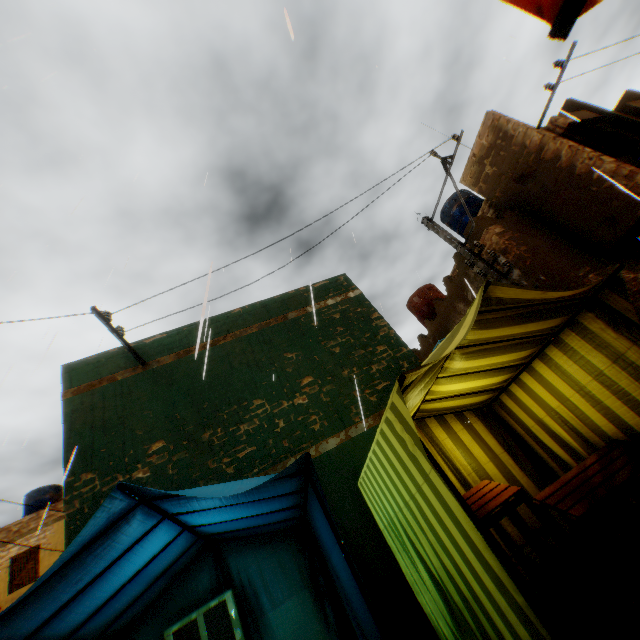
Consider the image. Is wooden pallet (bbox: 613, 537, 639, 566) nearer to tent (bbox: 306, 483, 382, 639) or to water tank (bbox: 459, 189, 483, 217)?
tent (bbox: 306, 483, 382, 639)

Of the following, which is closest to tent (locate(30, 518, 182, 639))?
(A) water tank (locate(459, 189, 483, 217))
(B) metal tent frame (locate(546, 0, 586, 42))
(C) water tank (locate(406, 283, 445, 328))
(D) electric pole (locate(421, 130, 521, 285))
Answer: A: (B) metal tent frame (locate(546, 0, 586, 42))

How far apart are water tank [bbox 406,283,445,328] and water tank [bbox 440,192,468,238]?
2.3m

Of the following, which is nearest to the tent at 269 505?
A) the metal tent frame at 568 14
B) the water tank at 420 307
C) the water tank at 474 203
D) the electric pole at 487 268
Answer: the metal tent frame at 568 14

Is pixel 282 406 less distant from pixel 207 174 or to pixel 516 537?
pixel 516 537

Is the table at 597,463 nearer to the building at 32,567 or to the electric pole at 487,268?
the building at 32,567

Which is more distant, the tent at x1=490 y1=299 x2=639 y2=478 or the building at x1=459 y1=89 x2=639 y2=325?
the building at x1=459 y1=89 x2=639 y2=325
